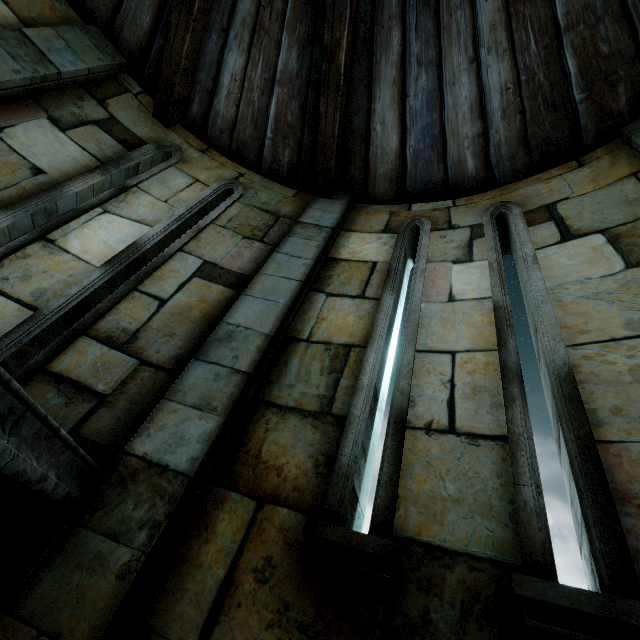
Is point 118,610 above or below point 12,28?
below
